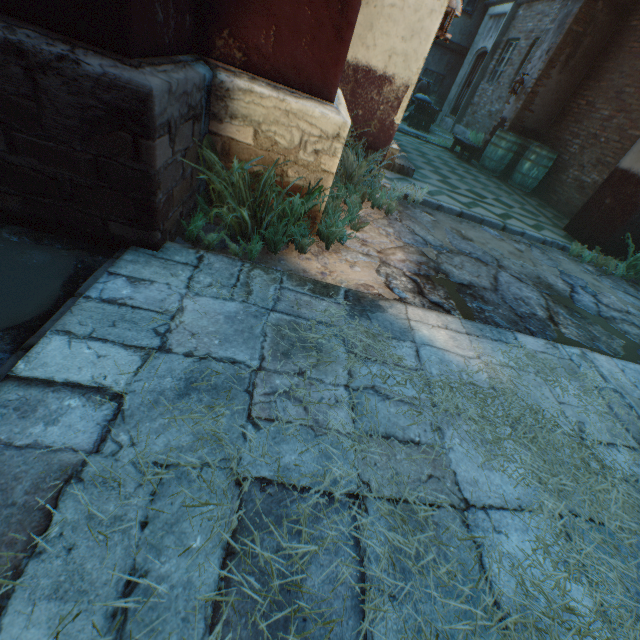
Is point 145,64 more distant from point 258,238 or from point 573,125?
point 573,125

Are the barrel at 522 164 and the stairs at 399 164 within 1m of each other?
no

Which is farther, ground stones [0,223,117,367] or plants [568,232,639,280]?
plants [568,232,639,280]

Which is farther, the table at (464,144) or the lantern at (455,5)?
the table at (464,144)

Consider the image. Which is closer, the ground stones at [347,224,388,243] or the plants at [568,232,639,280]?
the ground stones at [347,224,388,243]

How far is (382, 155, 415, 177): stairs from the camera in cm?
546

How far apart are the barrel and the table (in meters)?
0.10

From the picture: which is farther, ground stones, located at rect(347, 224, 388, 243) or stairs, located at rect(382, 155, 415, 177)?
stairs, located at rect(382, 155, 415, 177)
